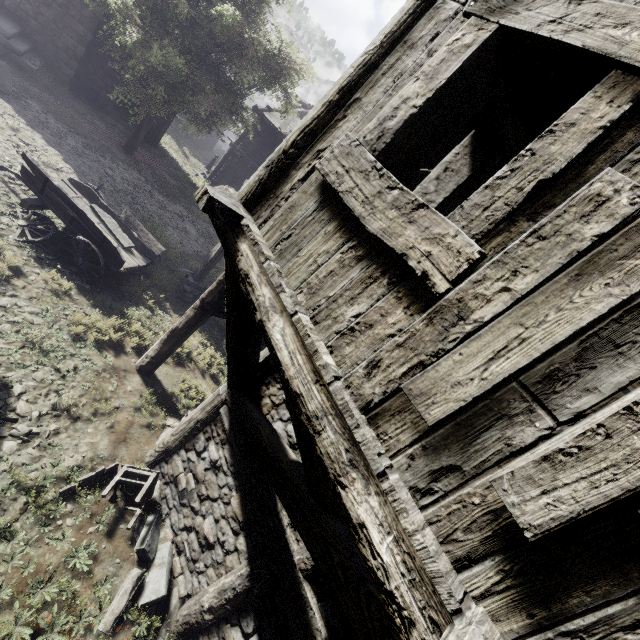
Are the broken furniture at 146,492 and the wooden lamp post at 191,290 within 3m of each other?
no

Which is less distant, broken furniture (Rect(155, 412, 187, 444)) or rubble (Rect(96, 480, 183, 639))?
rubble (Rect(96, 480, 183, 639))

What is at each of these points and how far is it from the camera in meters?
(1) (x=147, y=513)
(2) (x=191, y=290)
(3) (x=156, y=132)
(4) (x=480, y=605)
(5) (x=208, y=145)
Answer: (1) rubble, 5.4
(2) wooden lamp post, 10.9
(3) building, 20.9
(4) building, 1.2
(5) building, 33.6

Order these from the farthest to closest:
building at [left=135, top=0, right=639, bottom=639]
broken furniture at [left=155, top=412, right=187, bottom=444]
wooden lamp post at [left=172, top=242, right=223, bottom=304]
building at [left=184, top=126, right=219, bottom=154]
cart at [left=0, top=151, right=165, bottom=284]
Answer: building at [left=184, top=126, right=219, bottom=154] < wooden lamp post at [left=172, top=242, right=223, bottom=304] < cart at [left=0, top=151, right=165, bottom=284] < broken furniture at [left=155, top=412, right=187, bottom=444] < building at [left=135, top=0, right=639, bottom=639]

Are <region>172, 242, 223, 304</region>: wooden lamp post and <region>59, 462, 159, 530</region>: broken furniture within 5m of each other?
no

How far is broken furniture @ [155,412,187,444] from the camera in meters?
6.6 m

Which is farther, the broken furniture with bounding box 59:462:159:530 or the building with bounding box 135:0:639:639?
the broken furniture with bounding box 59:462:159:530

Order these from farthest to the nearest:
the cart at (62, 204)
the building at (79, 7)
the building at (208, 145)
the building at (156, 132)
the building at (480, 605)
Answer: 1. the building at (208, 145)
2. the building at (156, 132)
3. the building at (79, 7)
4. the cart at (62, 204)
5. the building at (480, 605)
